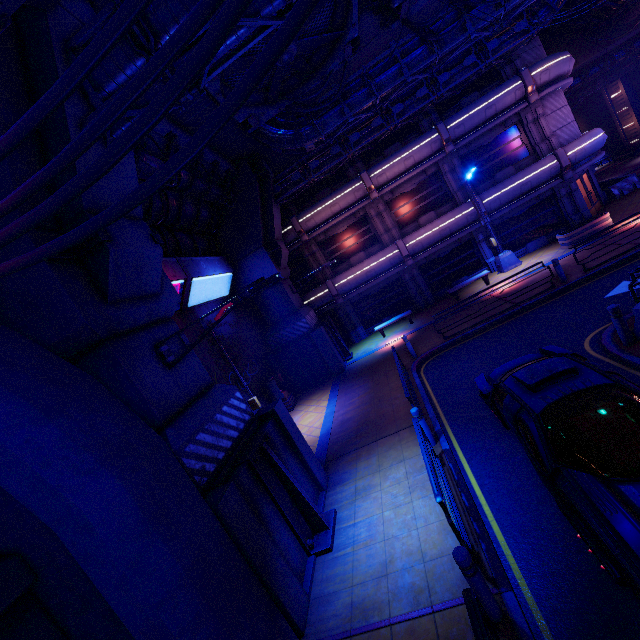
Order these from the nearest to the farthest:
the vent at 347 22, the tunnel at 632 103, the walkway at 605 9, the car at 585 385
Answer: the car at 585 385 < the vent at 347 22 < the walkway at 605 9 < the tunnel at 632 103

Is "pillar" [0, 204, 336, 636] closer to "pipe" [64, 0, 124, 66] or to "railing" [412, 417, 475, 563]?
"pipe" [64, 0, 124, 66]

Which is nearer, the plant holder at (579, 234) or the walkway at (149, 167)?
the walkway at (149, 167)

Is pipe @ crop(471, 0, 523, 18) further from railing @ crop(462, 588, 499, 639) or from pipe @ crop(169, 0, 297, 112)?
railing @ crop(462, 588, 499, 639)

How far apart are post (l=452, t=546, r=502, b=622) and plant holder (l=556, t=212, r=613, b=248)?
17.5m

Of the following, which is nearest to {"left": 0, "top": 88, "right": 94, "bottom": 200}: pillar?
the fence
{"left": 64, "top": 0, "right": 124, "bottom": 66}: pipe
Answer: {"left": 64, "top": 0, "right": 124, "bottom": 66}: pipe

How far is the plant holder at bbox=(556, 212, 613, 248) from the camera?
15.9m

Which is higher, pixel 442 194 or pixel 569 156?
pixel 442 194
